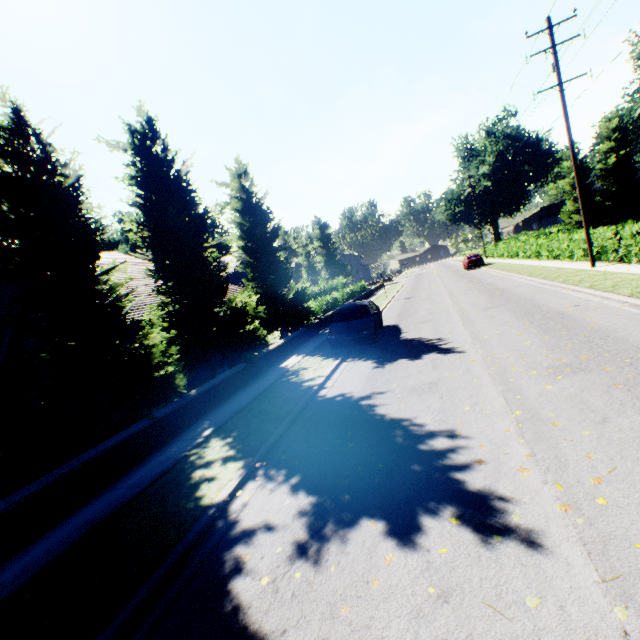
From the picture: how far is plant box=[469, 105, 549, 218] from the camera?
54.2m

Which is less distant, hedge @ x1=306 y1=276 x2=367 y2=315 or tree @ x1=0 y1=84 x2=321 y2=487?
tree @ x1=0 y1=84 x2=321 y2=487

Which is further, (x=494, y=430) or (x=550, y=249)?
(x=550, y=249)

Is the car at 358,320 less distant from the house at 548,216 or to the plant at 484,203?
the plant at 484,203

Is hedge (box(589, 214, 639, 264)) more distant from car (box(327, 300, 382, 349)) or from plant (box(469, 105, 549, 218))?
car (box(327, 300, 382, 349))

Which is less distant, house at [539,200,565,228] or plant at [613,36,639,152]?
plant at [613,36,639,152]

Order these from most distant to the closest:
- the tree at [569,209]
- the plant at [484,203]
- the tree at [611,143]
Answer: the plant at [484,203]
the tree at [569,209]
the tree at [611,143]

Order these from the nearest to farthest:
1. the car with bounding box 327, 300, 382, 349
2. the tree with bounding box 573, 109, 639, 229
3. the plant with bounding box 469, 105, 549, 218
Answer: the car with bounding box 327, 300, 382, 349 < the tree with bounding box 573, 109, 639, 229 < the plant with bounding box 469, 105, 549, 218
